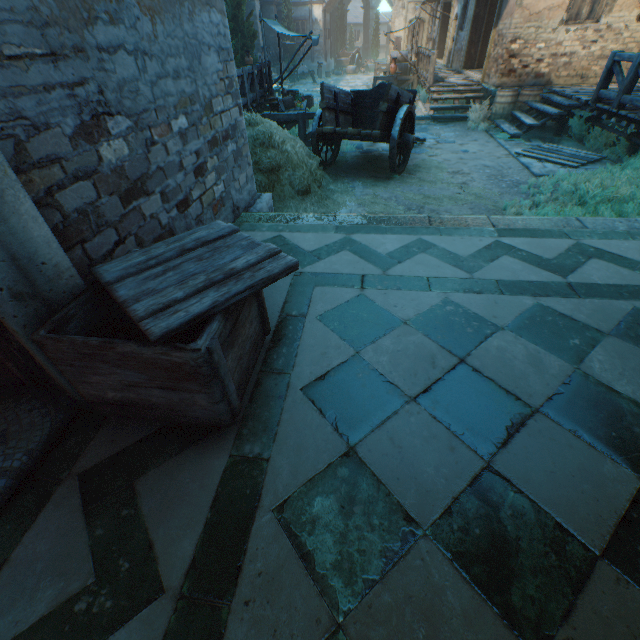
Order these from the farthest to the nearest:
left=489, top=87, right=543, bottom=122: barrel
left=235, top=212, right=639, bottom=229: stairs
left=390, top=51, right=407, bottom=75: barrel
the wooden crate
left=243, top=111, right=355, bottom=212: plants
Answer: left=390, top=51, right=407, bottom=75: barrel
left=489, top=87, right=543, bottom=122: barrel
left=243, top=111, right=355, bottom=212: plants
left=235, top=212, right=639, bottom=229: stairs
the wooden crate

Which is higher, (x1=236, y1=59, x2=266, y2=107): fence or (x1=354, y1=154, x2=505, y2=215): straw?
(x1=236, y1=59, x2=266, y2=107): fence

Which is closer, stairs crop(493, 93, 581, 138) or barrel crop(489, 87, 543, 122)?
stairs crop(493, 93, 581, 138)

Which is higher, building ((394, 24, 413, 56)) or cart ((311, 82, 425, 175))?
building ((394, 24, 413, 56))

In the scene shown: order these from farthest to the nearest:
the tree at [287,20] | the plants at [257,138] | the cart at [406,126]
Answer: the tree at [287,20], the cart at [406,126], the plants at [257,138]

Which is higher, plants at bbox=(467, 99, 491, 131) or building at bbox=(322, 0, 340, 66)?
building at bbox=(322, 0, 340, 66)

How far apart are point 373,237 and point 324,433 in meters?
2.1 m

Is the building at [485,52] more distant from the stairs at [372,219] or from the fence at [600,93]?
the fence at [600,93]
